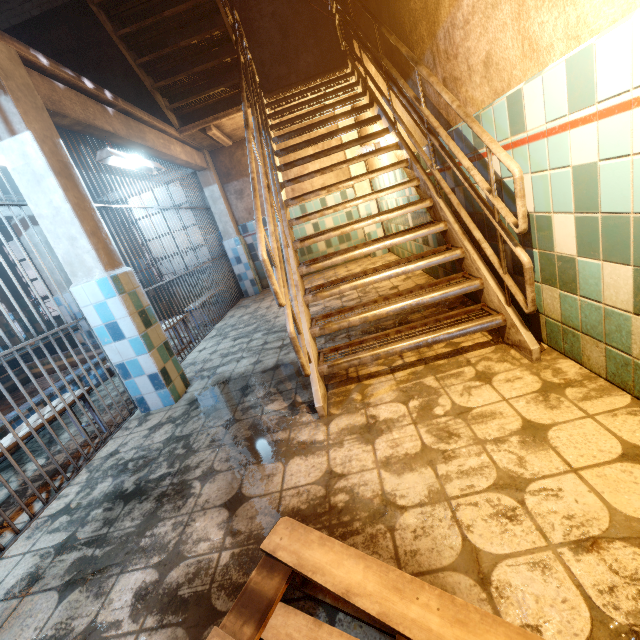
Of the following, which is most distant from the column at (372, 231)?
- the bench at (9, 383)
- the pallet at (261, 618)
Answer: the pallet at (261, 618)

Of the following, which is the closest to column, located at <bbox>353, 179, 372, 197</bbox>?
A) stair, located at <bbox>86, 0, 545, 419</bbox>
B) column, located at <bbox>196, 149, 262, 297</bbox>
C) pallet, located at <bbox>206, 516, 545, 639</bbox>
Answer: stair, located at <bbox>86, 0, 545, 419</bbox>

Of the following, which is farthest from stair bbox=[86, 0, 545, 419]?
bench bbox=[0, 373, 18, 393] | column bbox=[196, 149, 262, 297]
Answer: bench bbox=[0, 373, 18, 393]

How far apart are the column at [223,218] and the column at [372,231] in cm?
254

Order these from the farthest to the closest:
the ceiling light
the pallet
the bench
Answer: the bench < the ceiling light < the pallet

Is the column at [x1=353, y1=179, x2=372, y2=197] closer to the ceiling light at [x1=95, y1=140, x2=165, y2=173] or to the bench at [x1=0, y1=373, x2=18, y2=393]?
the ceiling light at [x1=95, y1=140, x2=165, y2=173]

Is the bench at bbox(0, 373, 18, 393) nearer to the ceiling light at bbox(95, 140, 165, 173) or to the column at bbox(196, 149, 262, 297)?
the column at bbox(196, 149, 262, 297)

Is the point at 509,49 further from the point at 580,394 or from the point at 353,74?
the point at 353,74
